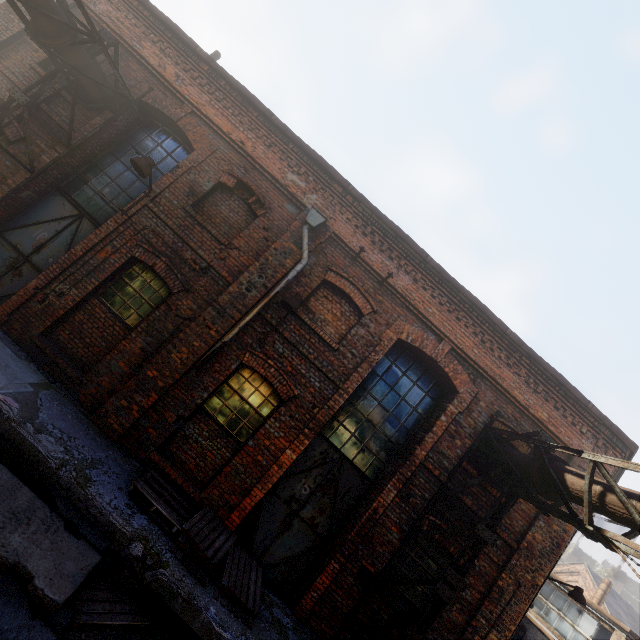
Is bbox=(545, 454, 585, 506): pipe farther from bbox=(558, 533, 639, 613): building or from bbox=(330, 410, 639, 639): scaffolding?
bbox=(558, 533, 639, 613): building

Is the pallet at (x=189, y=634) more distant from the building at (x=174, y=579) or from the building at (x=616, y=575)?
the building at (x=616, y=575)

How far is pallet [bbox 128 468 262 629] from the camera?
5.3 meters

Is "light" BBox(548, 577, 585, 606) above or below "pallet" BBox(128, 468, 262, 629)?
→ above

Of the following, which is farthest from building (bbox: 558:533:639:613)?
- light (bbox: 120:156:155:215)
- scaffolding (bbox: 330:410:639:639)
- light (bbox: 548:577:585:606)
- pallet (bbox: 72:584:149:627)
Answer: light (bbox: 120:156:155:215)

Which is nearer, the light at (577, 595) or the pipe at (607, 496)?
the pipe at (607, 496)

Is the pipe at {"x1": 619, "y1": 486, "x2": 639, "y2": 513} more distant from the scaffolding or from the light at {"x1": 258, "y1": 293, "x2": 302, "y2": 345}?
the light at {"x1": 258, "y1": 293, "x2": 302, "y2": 345}

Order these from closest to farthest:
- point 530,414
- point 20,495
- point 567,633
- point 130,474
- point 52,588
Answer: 1. point 52,588
2. point 20,495
3. point 130,474
4. point 530,414
5. point 567,633
